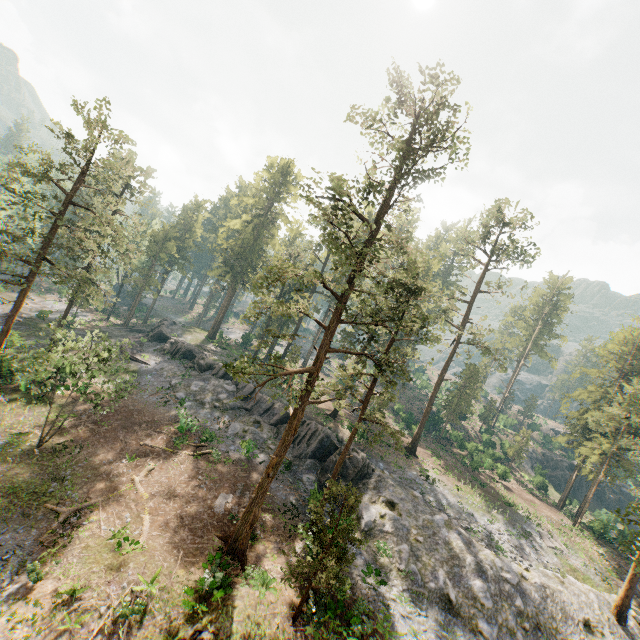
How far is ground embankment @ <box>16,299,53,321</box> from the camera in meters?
42.3 m

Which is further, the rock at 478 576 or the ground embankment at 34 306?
the ground embankment at 34 306

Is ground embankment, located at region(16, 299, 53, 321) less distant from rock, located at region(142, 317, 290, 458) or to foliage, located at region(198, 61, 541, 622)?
foliage, located at region(198, 61, 541, 622)

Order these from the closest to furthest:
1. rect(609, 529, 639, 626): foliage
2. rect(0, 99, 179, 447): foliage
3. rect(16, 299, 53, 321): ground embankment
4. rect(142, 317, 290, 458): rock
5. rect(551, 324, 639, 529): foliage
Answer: rect(609, 529, 639, 626): foliage
rect(0, 99, 179, 447): foliage
rect(551, 324, 639, 529): foliage
rect(142, 317, 290, 458): rock
rect(16, 299, 53, 321): ground embankment

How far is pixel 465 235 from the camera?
40.8 meters

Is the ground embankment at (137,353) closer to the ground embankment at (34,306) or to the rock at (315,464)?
the rock at (315,464)

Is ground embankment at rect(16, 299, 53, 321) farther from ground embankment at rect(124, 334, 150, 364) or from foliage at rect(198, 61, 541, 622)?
ground embankment at rect(124, 334, 150, 364)

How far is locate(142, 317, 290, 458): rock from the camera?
32.4m
